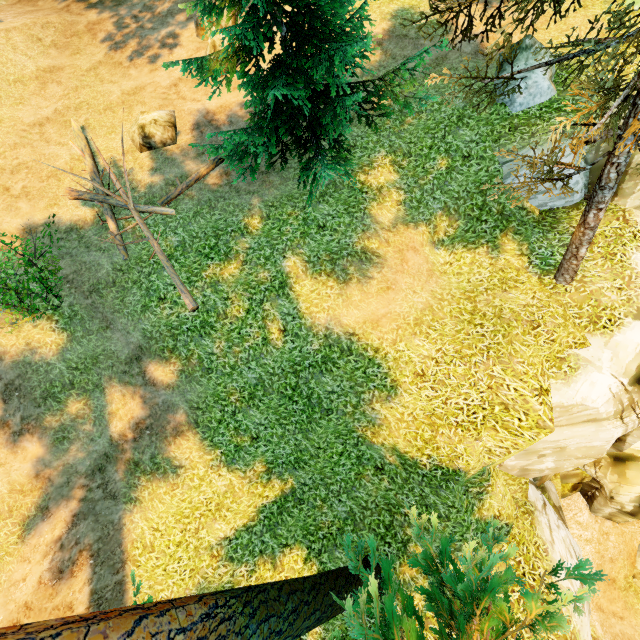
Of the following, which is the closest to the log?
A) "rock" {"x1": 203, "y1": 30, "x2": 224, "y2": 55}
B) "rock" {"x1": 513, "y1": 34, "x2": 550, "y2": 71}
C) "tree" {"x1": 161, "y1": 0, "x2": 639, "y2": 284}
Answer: "tree" {"x1": 161, "y1": 0, "x2": 639, "y2": 284}

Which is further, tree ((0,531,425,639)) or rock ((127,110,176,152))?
rock ((127,110,176,152))

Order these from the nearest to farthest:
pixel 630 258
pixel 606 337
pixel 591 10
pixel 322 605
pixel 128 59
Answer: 1. pixel 322 605
2. pixel 606 337
3. pixel 630 258
4. pixel 591 10
5. pixel 128 59

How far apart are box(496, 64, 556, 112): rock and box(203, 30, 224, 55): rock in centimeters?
1014cm

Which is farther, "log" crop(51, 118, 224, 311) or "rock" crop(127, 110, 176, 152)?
"rock" crop(127, 110, 176, 152)

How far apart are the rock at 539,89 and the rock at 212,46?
10.1m

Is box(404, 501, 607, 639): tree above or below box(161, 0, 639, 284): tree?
below

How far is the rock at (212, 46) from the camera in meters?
12.8
